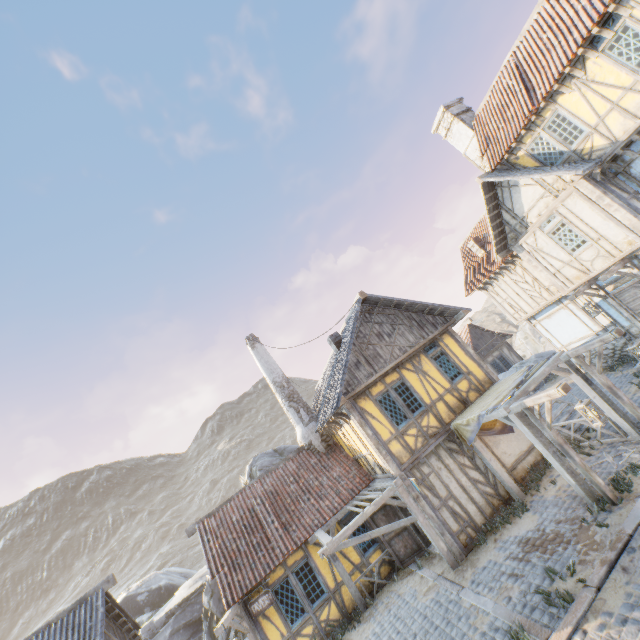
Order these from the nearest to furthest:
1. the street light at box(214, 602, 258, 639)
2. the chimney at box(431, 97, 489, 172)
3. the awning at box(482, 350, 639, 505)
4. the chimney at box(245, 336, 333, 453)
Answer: the awning at box(482, 350, 639, 505), the street light at box(214, 602, 258, 639), the chimney at box(245, 336, 333, 453), the chimney at box(431, 97, 489, 172)

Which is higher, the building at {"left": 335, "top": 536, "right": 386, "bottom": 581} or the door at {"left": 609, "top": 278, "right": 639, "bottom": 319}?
the door at {"left": 609, "top": 278, "right": 639, "bottom": 319}

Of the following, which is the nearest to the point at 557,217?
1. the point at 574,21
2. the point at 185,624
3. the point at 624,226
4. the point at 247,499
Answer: the point at 624,226

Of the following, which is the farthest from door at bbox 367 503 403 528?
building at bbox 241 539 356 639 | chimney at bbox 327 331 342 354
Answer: chimney at bbox 327 331 342 354

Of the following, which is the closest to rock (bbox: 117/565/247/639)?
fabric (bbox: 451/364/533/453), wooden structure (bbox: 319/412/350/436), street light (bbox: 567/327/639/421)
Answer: wooden structure (bbox: 319/412/350/436)

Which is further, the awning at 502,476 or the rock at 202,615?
the rock at 202,615

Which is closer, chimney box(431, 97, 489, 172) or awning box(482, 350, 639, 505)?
awning box(482, 350, 639, 505)

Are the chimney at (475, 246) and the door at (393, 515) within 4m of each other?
no
